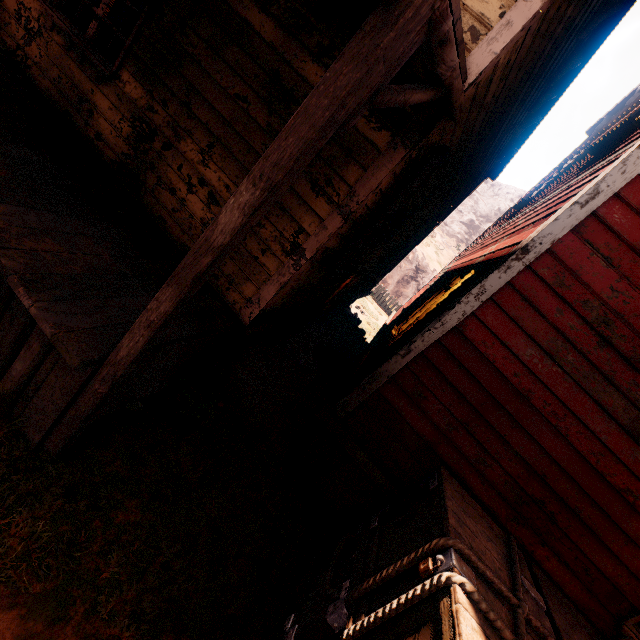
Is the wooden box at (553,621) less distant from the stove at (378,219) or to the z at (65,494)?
the z at (65,494)

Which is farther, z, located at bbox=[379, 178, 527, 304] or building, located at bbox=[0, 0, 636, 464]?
z, located at bbox=[379, 178, 527, 304]

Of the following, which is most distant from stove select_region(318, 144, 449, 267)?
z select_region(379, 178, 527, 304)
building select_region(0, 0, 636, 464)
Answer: z select_region(379, 178, 527, 304)

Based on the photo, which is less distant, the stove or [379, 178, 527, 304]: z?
the stove

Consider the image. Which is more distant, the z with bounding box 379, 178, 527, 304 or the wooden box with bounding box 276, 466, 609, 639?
the z with bounding box 379, 178, 527, 304

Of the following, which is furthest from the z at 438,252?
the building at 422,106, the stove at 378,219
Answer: the stove at 378,219

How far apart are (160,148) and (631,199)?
4.84m

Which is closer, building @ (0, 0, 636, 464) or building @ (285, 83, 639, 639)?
building @ (0, 0, 636, 464)
